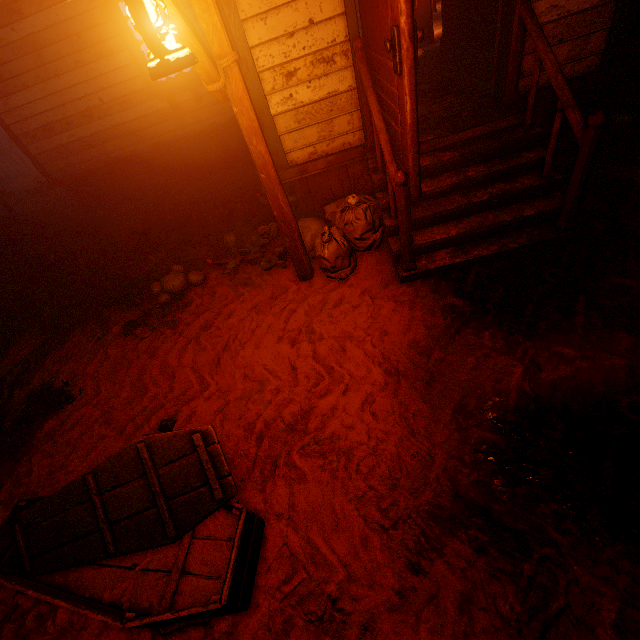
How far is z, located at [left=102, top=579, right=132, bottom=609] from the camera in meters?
2.2 m

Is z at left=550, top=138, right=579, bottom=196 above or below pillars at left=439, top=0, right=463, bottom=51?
below

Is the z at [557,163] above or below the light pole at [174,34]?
below

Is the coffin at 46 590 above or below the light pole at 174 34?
below

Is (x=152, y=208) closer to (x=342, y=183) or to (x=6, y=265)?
(x=6, y=265)

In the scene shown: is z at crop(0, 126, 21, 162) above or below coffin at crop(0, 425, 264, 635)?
above

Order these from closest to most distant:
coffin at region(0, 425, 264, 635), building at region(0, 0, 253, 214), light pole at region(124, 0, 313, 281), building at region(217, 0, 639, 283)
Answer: light pole at region(124, 0, 313, 281) → coffin at region(0, 425, 264, 635) → building at region(217, 0, 639, 283) → building at region(0, 0, 253, 214)

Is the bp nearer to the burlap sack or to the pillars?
the burlap sack
